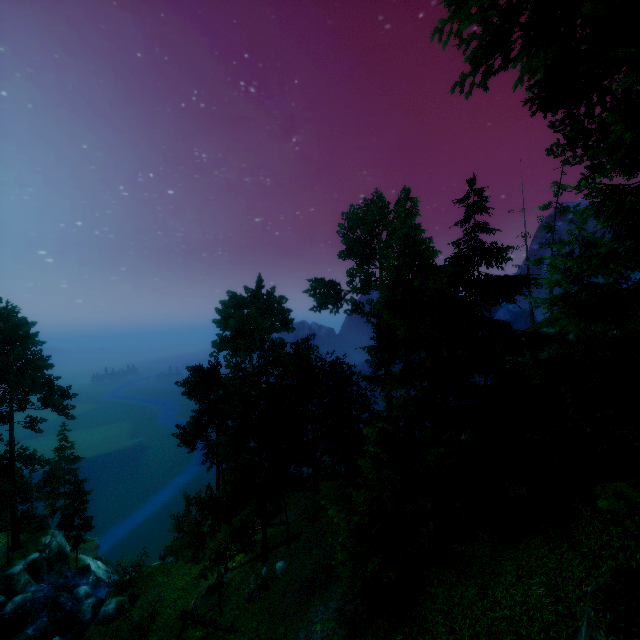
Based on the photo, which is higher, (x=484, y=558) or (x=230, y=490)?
(x=484, y=558)

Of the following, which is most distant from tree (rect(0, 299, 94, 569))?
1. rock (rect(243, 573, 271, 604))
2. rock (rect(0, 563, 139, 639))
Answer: rock (rect(0, 563, 139, 639))

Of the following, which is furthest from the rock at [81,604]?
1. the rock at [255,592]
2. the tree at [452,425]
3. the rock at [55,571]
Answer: the rock at [255,592]

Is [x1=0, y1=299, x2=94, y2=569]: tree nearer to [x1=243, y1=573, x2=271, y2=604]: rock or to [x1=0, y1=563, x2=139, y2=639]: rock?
[x1=243, y1=573, x2=271, y2=604]: rock

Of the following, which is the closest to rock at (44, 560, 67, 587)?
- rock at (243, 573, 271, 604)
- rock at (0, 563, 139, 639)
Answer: rock at (0, 563, 139, 639)

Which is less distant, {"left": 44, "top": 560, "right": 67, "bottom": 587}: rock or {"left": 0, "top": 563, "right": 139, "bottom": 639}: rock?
{"left": 0, "top": 563, "right": 139, "bottom": 639}: rock

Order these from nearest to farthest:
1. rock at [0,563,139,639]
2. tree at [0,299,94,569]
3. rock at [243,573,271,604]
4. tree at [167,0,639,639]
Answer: tree at [167,0,639,639] → rock at [243,573,271,604] → rock at [0,563,139,639] → tree at [0,299,94,569]
